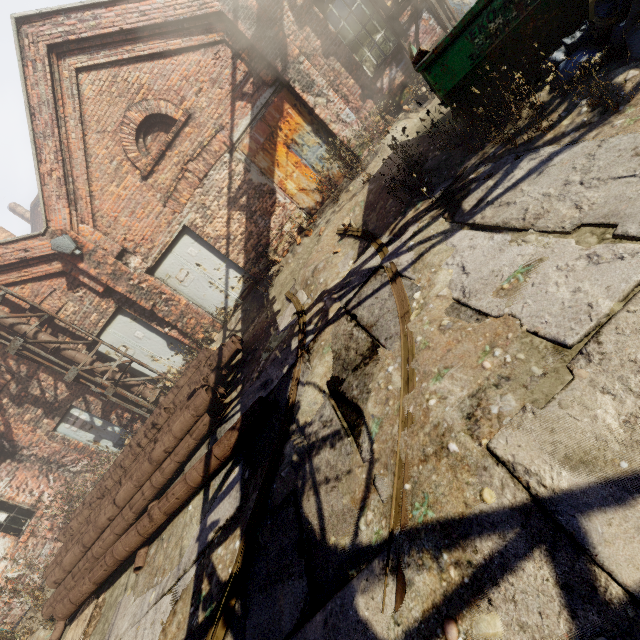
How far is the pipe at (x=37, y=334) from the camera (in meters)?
8.19

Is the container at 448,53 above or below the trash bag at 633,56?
above

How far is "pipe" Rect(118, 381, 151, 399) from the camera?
9.2 meters

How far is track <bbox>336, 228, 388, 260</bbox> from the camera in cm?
480

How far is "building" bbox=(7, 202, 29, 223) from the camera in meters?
27.6 m

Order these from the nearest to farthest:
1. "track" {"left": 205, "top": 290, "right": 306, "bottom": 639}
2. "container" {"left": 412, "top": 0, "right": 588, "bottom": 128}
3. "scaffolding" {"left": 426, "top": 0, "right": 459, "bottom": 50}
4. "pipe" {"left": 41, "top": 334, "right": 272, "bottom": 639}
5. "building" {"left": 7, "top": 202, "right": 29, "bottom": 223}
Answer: "track" {"left": 205, "top": 290, "right": 306, "bottom": 639}
"container" {"left": 412, "top": 0, "right": 588, "bottom": 128}
"pipe" {"left": 41, "top": 334, "right": 272, "bottom": 639}
"scaffolding" {"left": 426, "top": 0, "right": 459, "bottom": 50}
"building" {"left": 7, "top": 202, "right": 29, "bottom": 223}

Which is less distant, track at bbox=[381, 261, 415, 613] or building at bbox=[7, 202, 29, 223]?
track at bbox=[381, 261, 415, 613]

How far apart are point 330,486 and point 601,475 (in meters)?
1.99
